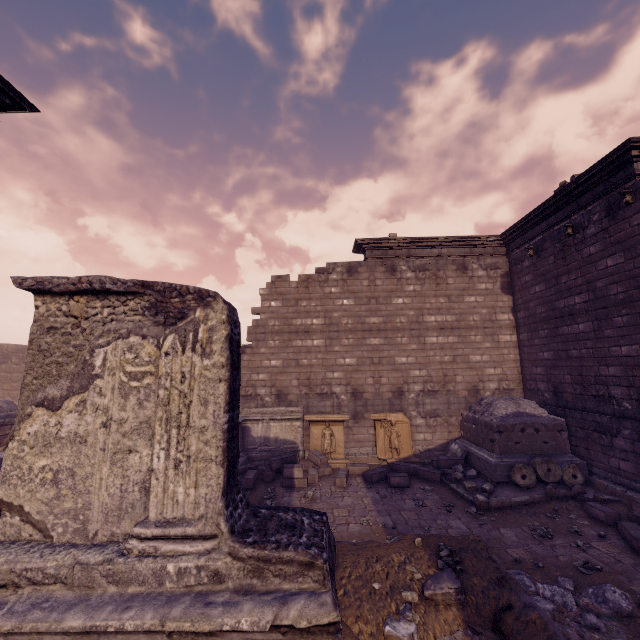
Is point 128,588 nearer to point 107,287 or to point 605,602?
point 107,287

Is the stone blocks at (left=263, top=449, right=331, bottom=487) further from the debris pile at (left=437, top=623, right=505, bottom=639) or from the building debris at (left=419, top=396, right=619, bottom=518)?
the debris pile at (left=437, top=623, right=505, bottom=639)

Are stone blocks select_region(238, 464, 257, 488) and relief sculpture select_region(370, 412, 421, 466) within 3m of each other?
no

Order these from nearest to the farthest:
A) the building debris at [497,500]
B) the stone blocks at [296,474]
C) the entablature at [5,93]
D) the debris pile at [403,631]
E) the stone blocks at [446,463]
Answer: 1. the debris pile at [403,631]
2. the entablature at [5,93]
3. the building debris at [497,500]
4. the stone blocks at [296,474]
5. the stone blocks at [446,463]

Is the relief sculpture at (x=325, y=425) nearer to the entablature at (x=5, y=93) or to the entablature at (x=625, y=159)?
the entablature at (x=625, y=159)

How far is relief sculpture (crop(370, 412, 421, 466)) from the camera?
10.6m

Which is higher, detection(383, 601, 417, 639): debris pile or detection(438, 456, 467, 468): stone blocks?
detection(383, 601, 417, 639): debris pile

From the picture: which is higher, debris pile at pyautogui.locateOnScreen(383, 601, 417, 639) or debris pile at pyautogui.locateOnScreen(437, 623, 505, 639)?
debris pile at pyautogui.locateOnScreen(383, 601, 417, 639)
